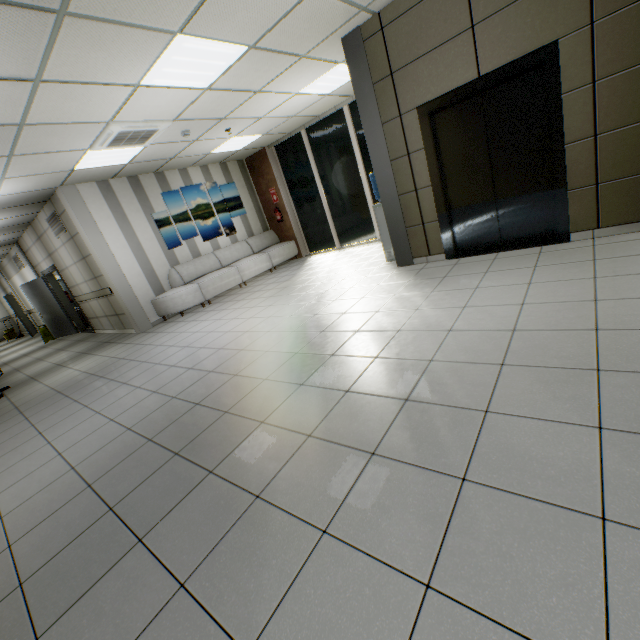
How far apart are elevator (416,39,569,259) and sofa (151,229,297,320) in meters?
5.4 m

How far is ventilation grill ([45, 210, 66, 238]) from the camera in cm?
721

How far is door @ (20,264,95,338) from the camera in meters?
10.1 m

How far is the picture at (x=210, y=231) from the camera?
8.39m

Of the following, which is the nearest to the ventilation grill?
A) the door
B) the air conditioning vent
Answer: the door

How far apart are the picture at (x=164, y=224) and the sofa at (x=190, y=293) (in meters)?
0.27

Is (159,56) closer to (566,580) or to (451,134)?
(451,134)

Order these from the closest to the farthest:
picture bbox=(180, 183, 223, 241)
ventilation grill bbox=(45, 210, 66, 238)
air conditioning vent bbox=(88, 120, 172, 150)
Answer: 1. air conditioning vent bbox=(88, 120, 172, 150)
2. ventilation grill bbox=(45, 210, 66, 238)
3. picture bbox=(180, 183, 223, 241)
